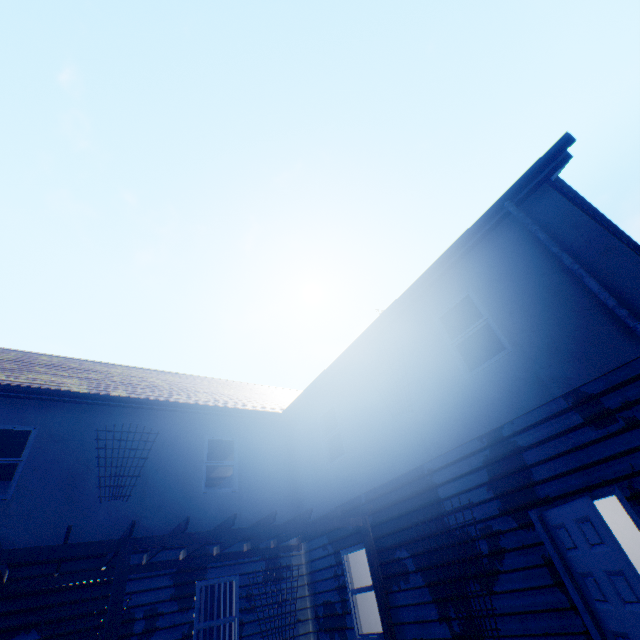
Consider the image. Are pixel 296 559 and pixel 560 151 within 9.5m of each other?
no

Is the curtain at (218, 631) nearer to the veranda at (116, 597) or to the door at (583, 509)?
the veranda at (116, 597)

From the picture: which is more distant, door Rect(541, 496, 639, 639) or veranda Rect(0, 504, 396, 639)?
veranda Rect(0, 504, 396, 639)

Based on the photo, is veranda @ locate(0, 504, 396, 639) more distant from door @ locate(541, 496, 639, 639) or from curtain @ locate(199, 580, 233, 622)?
door @ locate(541, 496, 639, 639)

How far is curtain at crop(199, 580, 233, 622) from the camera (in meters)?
7.52

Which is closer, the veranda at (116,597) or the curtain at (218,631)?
the veranda at (116,597)

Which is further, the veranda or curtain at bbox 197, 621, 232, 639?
curtain at bbox 197, 621, 232, 639

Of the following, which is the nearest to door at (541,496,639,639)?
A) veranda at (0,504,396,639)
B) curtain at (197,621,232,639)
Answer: veranda at (0,504,396,639)
